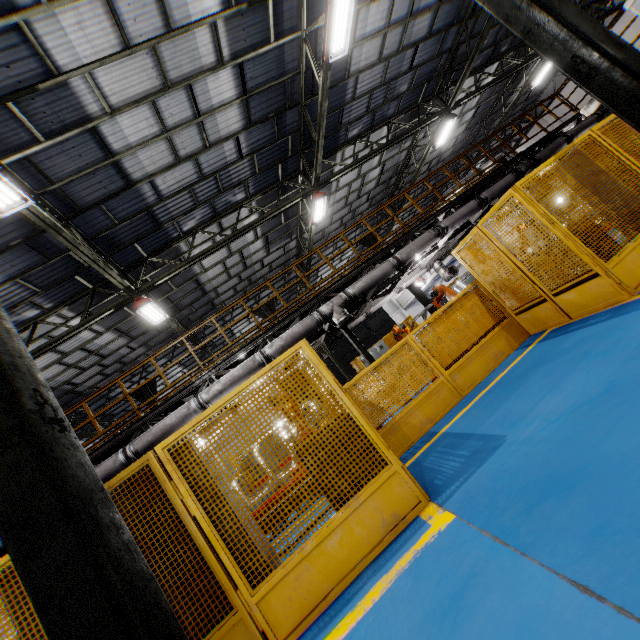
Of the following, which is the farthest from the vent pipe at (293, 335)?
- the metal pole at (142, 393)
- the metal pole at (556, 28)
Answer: the metal pole at (142, 393)

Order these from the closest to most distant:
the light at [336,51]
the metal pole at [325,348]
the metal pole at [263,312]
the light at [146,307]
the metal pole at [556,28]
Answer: the metal pole at [556,28] < the light at [336,51] < the light at [146,307] < the metal pole at [325,348] < the metal pole at [263,312]

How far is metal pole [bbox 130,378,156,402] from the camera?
16.7m

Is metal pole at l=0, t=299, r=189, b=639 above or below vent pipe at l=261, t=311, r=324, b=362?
below

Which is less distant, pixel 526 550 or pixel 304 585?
pixel 526 550

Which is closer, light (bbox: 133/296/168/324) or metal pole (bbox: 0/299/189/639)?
metal pole (bbox: 0/299/189/639)

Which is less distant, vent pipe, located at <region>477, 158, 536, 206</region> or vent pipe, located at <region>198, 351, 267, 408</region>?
vent pipe, located at <region>198, 351, 267, 408</region>
